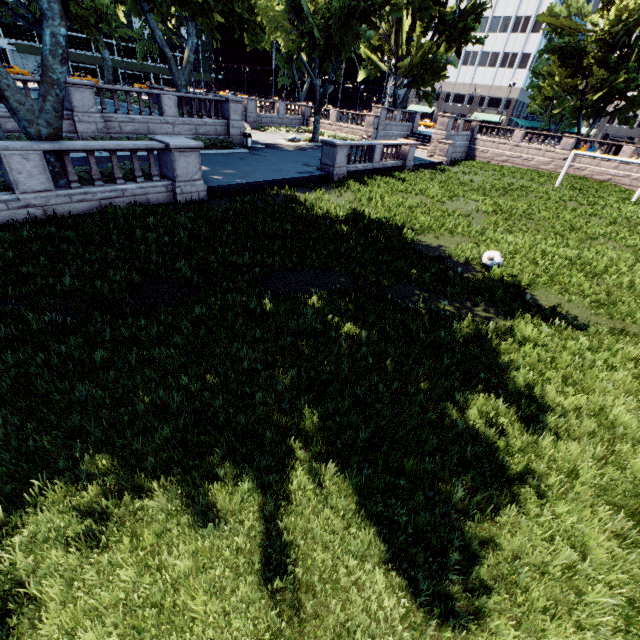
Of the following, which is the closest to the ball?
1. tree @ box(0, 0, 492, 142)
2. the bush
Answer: tree @ box(0, 0, 492, 142)

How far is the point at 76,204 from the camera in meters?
10.9

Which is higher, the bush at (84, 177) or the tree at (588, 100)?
the tree at (588, 100)

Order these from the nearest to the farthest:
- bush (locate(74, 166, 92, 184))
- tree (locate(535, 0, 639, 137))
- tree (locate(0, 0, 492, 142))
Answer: tree (locate(0, 0, 492, 142))
bush (locate(74, 166, 92, 184))
tree (locate(535, 0, 639, 137))

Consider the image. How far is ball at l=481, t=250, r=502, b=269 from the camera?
10.8 meters

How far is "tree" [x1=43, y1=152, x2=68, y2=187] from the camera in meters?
10.4 m

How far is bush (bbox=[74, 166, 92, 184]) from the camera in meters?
11.5 m

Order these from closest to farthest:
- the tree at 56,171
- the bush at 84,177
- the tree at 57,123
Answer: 1. the tree at 57,123
2. the tree at 56,171
3. the bush at 84,177
